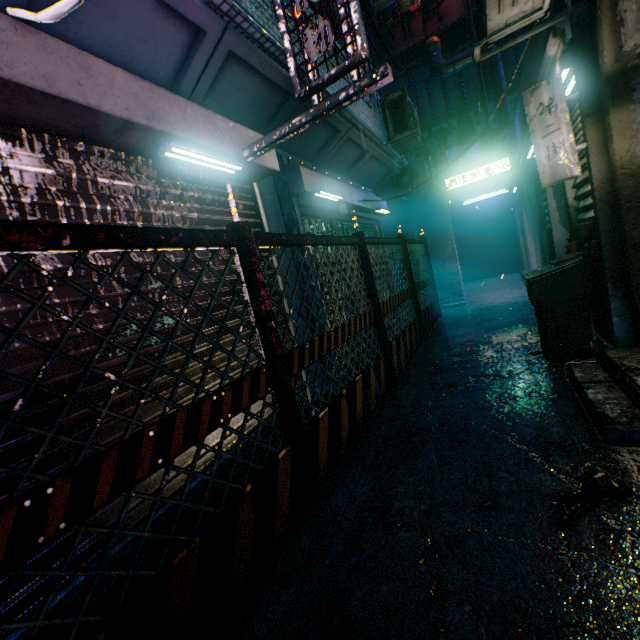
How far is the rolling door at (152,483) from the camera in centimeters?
187cm

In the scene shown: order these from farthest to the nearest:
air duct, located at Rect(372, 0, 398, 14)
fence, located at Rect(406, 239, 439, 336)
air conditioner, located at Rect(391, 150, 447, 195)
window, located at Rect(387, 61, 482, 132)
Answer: window, located at Rect(387, 61, 482, 132), air conditioner, located at Rect(391, 150, 447, 195), air duct, located at Rect(372, 0, 398, 14), fence, located at Rect(406, 239, 439, 336)

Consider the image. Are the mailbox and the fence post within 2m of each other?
no

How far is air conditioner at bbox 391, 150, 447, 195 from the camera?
7.33m

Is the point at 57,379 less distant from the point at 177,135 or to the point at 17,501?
the point at 17,501

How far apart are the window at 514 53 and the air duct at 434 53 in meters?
0.4 m

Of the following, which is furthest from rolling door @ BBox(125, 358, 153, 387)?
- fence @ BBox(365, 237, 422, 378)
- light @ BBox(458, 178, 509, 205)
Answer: light @ BBox(458, 178, 509, 205)

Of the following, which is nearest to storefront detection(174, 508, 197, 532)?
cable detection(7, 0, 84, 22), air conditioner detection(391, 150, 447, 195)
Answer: cable detection(7, 0, 84, 22)
